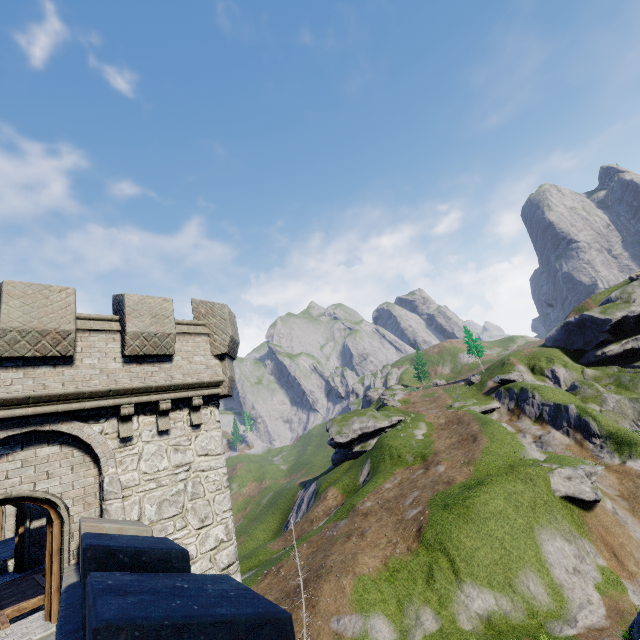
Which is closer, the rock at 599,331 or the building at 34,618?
the building at 34,618

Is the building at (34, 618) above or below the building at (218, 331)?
below

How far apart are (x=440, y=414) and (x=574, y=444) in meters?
17.6

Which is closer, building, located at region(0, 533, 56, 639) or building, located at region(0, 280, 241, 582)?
building, located at region(0, 533, 56, 639)

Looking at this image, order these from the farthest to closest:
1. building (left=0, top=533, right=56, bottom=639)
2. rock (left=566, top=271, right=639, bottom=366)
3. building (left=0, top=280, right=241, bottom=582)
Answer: rock (left=566, top=271, right=639, bottom=366)
building (left=0, top=280, right=241, bottom=582)
building (left=0, top=533, right=56, bottom=639)

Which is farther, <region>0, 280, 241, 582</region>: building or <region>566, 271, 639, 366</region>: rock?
<region>566, 271, 639, 366</region>: rock

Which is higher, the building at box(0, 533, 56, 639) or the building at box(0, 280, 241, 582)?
the building at box(0, 280, 241, 582)
